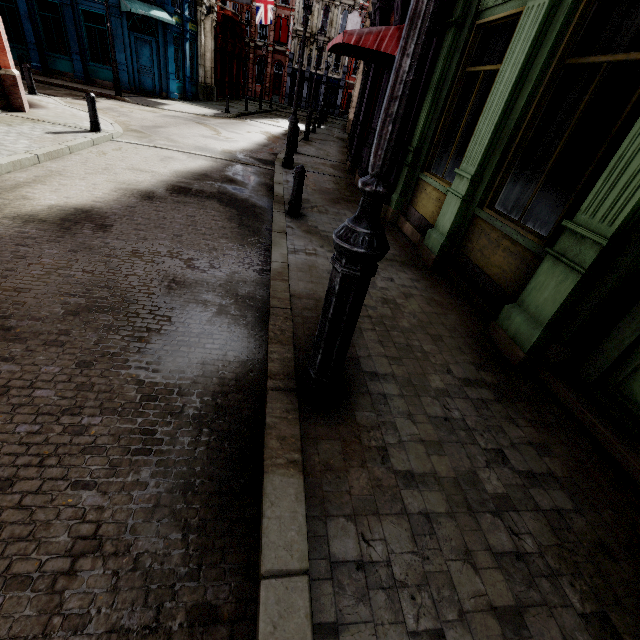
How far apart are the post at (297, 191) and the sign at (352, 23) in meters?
29.9

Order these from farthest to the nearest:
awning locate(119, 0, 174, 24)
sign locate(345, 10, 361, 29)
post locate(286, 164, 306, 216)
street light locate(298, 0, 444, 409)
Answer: sign locate(345, 10, 361, 29) → awning locate(119, 0, 174, 24) → post locate(286, 164, 306, 216) → street light locate(298, 0, 444, 409)

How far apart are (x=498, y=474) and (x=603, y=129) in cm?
884

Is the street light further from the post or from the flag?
the flag

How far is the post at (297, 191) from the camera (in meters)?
6.22

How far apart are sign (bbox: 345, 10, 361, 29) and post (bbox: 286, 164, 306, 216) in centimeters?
2989cm

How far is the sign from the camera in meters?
26.6 m

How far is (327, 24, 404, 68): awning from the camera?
6.3 meters
